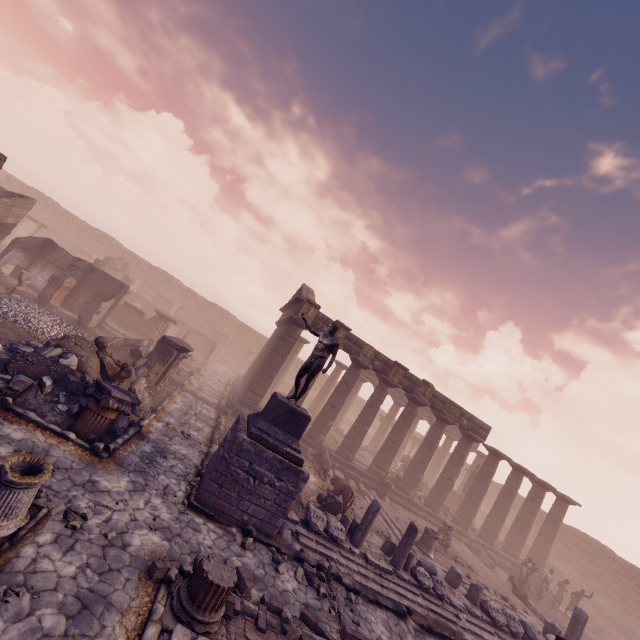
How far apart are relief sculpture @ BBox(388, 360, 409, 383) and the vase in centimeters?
1105cm

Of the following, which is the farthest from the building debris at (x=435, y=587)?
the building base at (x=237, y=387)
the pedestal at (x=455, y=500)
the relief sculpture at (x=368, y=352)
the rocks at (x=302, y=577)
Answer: the pedestal at (x=455, y=500)

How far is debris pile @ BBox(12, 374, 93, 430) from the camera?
7.7 meters

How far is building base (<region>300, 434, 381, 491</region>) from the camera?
18.0 meters

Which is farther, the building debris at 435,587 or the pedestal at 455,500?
the pedestal at 455,500

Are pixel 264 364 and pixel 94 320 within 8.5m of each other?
no

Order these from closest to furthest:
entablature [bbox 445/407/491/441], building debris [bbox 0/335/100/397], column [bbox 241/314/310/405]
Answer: building debris [bbox 0/335/100/397] → column [bbox 241/314/310/405] → entablature [bbox 445/407/491/441]

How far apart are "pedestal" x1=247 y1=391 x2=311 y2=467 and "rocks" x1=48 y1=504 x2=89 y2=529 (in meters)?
3.60
